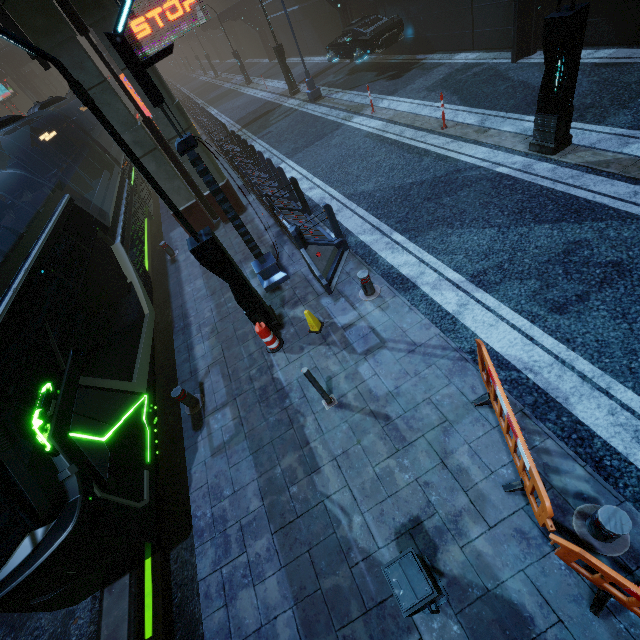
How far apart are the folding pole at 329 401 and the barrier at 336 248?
2.4m

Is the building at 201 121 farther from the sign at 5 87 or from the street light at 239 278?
the street light at 239 278

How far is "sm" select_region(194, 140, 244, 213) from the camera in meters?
9.9

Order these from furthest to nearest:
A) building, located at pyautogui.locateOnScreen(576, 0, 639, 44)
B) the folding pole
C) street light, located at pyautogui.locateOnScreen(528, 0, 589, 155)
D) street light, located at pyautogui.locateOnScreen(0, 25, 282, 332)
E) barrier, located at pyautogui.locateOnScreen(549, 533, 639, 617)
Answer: building, located at pyautogui.locateOnScreen(576, 0, 639, 44) < street light, located at pyautogui.locateOnScreen(528, 0, 589, 155) < the folding pole < street light, located at pyautogui.locateOnScreen(0, 25, 282, 332) < barrier, located at pyautogui.locateOnScreen(549, 533, 639, 617)

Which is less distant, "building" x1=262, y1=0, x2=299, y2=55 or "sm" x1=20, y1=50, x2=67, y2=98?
"sm" x1=20, y1=50, x2=67, y2=98

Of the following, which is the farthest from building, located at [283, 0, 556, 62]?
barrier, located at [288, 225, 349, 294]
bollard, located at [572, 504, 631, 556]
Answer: bollard, located at [572, 504, 631, 556]

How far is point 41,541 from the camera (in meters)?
3.63

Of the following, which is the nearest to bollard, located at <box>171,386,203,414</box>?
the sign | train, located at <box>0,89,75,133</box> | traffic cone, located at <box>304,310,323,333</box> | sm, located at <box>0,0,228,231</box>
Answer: train, located at <box>0,89,75,133</box>
